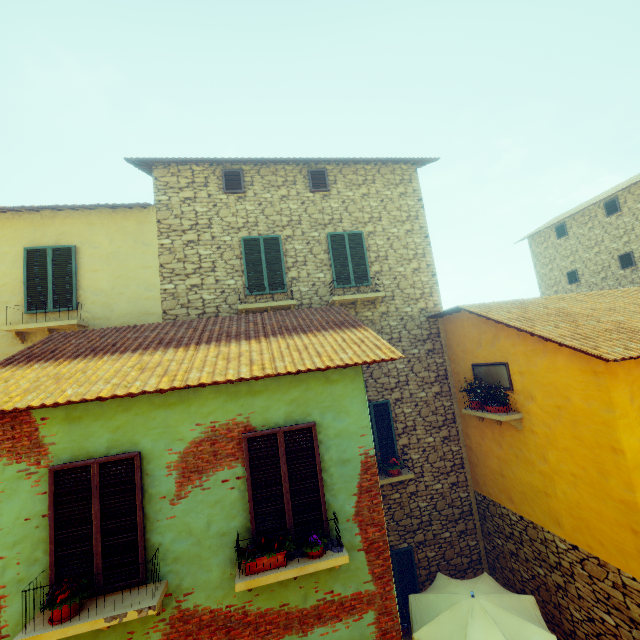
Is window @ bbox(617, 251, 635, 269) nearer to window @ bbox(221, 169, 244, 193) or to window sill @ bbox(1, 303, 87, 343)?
window @ bbox(221, 169, 244, 193)

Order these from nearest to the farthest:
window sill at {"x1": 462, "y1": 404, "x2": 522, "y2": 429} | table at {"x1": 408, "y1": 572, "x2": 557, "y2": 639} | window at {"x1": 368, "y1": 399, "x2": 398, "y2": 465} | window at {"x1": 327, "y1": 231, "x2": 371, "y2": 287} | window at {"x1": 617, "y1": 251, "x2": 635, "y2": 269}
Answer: table at {"x1": 408, "y1": 572, "x2": 557, "y2": 639} → window sill at {"x1": 462, "y1": 404, "x2": 522, "y2": 429} → window at {"x1": 368, "y1": 399, "x2": 398, "y2": 465} → window at {"x1": 327, "y1": 231, "x2": 371, "y2": 287} → window at {"x1": 617, "y1": 251, "x2": 635, "y2": 269}

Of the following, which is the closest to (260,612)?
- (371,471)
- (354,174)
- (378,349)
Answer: (371,471)

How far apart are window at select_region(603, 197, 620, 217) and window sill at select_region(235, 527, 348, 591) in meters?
17.8

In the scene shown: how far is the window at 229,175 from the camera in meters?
9.0 m

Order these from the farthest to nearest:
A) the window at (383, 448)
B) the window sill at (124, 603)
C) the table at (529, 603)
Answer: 1. the window at (383, 448)
2. the table at (529, 603)
3. the window sill at (124, 603)

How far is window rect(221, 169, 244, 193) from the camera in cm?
903

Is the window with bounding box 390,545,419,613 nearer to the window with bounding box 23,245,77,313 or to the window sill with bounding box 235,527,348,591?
the window sill with bounding box 235,527,348,591
